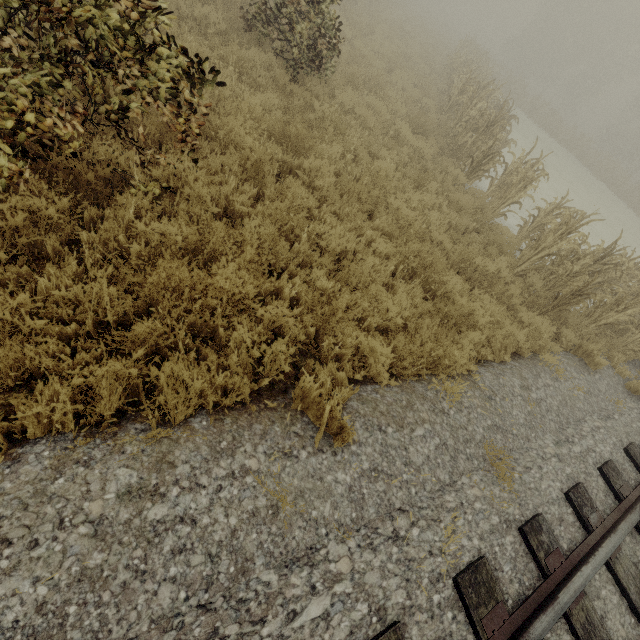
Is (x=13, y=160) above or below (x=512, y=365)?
above
